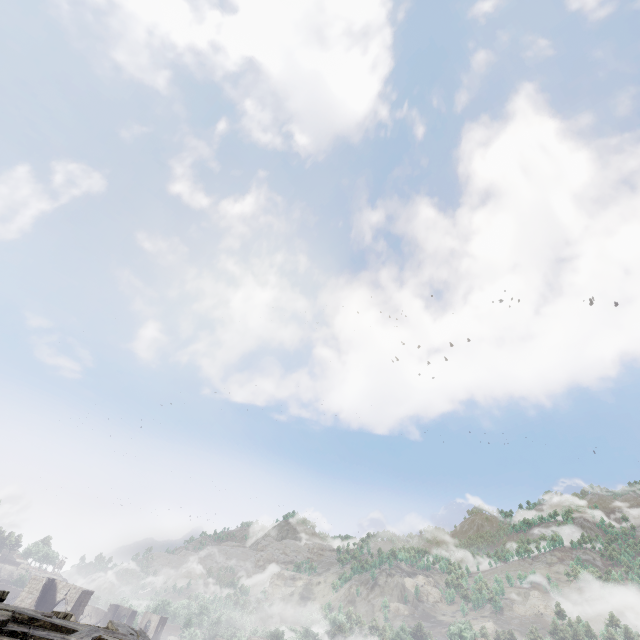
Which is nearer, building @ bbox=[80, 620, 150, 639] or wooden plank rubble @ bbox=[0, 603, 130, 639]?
wooden plank rubble @ bbox=[0, 603, 130, 639]

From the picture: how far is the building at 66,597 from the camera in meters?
38.6 m

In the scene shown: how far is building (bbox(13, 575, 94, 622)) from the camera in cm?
3856

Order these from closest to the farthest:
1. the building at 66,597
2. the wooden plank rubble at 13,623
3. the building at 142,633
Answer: the wooden plank rubble at 13,623 → the building at 142,633 → the building at 66,597

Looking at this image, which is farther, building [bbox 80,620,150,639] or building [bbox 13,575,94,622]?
building [bbox 13,575,94,622]

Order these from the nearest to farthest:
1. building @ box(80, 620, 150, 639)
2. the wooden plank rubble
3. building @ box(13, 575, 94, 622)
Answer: the wooden plank rubble → building @ box(80, 620, 150, 639) → building @ box(13, 575, 94, 622)

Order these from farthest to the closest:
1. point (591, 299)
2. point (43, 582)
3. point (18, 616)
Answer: point (591, 299), point (43, 582), point (18, 616)

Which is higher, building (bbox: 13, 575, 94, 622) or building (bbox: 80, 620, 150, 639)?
building (bbox: 80, 620, 150, 639)
